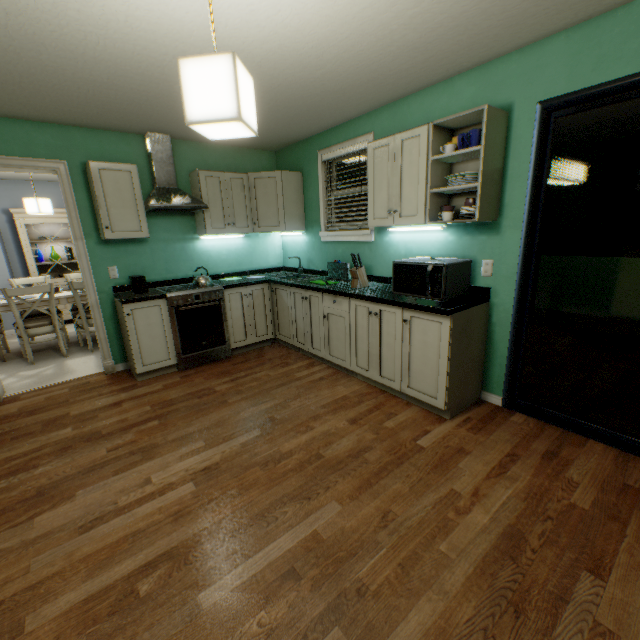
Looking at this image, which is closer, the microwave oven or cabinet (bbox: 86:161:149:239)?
the microwave oven

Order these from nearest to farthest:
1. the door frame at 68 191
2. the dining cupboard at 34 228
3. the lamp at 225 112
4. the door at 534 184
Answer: the lamp at 225 112
the door at 534 184
the door frame at 68 191
the dining cupboard at 34 228

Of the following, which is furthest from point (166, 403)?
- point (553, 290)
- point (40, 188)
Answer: point (553, 290)

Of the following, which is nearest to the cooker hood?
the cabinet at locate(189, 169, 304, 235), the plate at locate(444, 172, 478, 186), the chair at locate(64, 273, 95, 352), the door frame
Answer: the cabinet at locate(189, 169, 304, 235)

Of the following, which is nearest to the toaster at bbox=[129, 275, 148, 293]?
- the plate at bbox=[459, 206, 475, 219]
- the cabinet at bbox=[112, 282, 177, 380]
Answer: the cabinet at bbox=[112, 282, 177, 380]

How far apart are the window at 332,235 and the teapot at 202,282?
1.4 meters

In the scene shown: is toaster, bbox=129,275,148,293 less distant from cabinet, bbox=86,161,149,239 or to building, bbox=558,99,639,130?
cabinet, bbox=86,161,149,239

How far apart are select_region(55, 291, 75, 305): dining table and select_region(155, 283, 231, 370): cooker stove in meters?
1.5
